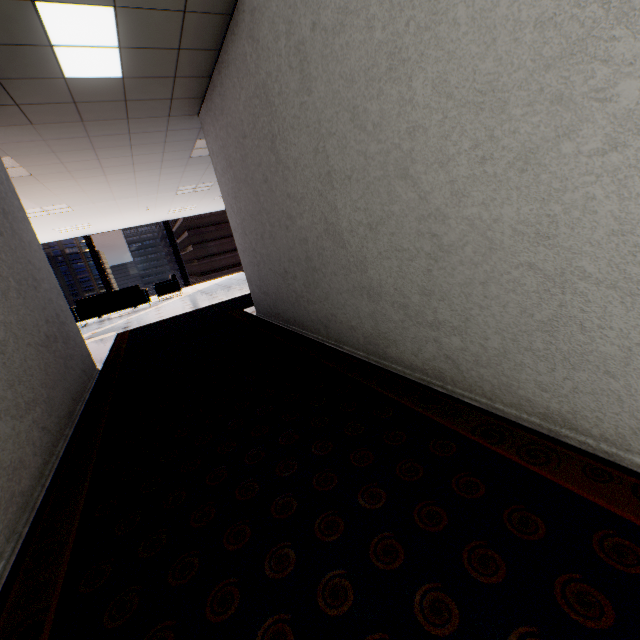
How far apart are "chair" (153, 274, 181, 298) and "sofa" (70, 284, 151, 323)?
0.6m

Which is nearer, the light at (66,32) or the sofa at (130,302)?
the light at (66,32)

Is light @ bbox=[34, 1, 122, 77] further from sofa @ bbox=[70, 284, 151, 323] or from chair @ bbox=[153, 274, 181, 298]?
chair @ bbox=[153, 274, 181, 298]

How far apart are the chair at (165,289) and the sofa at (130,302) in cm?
57

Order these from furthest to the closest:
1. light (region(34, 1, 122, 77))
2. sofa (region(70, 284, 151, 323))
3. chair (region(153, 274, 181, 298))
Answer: chair (region(153, 274, 181, 298)) < sofa (region(70, 284, 151, 323)) < light (region(34, 1, 122, 77))

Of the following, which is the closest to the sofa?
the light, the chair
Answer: the chair

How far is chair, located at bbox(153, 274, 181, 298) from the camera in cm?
1119

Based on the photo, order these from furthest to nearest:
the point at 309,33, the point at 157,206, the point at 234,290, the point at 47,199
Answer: the point at 157,206, the point at 234,290, the point at 47,199, the point at 309,33
